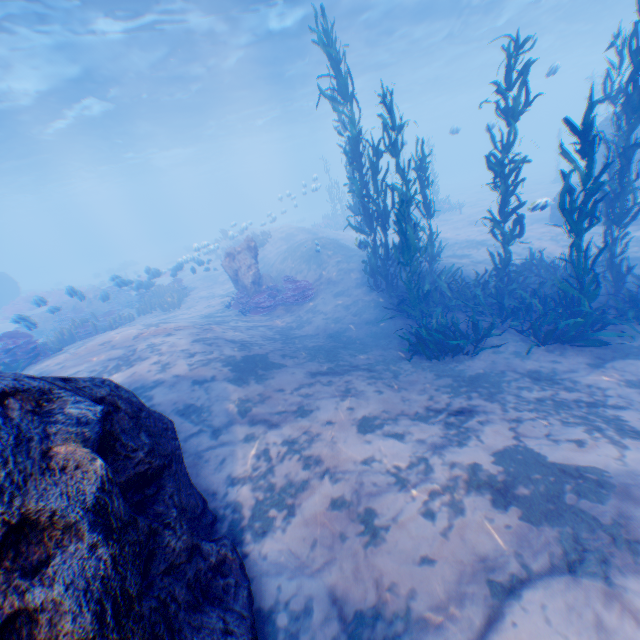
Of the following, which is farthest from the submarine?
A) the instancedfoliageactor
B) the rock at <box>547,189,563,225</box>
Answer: the instancedfoliageactor

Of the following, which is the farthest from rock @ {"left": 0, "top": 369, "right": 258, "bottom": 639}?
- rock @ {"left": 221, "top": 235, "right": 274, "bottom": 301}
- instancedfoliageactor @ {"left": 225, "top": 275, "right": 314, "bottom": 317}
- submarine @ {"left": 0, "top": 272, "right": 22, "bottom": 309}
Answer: rock @ {"left": 221, "top": 235, "right": 274, "bottom": 301}

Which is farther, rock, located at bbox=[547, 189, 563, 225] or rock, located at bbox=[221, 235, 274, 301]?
rock, located at bbox=[547, 189, 563, 225]

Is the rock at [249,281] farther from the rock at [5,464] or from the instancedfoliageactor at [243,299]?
the rock at [5,464]

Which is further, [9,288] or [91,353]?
[9,288]

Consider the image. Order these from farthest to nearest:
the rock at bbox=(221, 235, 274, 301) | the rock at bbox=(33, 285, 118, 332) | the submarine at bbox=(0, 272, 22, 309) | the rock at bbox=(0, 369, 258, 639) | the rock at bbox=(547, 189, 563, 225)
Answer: the submarine at bbox=(0, 272, 22, 309) → the rock at bbox=(547, 189, 563, 225) → the rock at bbox=(33, 285, 118, 332) → the rock at bbox=(221, 235, 274, 301) → the rock at bbox=(0, 369, 258, 639)

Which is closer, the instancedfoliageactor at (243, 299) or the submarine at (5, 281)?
the instancedfoliageactor at (243, 299)

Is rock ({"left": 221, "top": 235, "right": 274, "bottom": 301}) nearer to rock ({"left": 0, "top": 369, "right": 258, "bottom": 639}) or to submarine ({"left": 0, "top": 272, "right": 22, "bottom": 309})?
submarine ({"left": 0, "top": 272, "right": 22, "bottom": 309})
